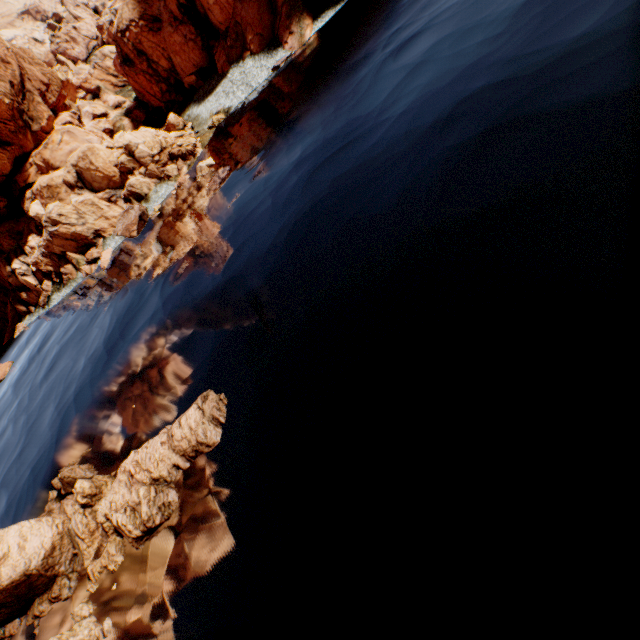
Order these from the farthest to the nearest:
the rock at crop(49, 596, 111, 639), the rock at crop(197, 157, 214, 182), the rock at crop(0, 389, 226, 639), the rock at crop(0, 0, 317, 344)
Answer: the rock at crop(0, 0, 317, 344) < the rock at crop(197, 157, 214, 182) < the rock at crop(0, 389, 226, 639) < the rock at crop(49, 596, 111, 639)

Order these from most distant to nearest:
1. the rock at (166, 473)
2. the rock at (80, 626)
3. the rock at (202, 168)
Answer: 1. the rock at (202, 168)
2. the rock at (166, 473)
3. the rock at (80, 626)

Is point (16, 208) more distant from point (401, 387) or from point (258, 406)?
point (401, 387)

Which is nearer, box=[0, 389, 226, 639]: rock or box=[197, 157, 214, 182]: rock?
box=[0, 389, 226, 639]: rock

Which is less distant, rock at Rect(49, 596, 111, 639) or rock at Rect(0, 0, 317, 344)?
rock at Rect(49, 596, 111, 639)

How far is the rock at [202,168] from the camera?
30.6 meters

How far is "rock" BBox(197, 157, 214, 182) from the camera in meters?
30.6 m
